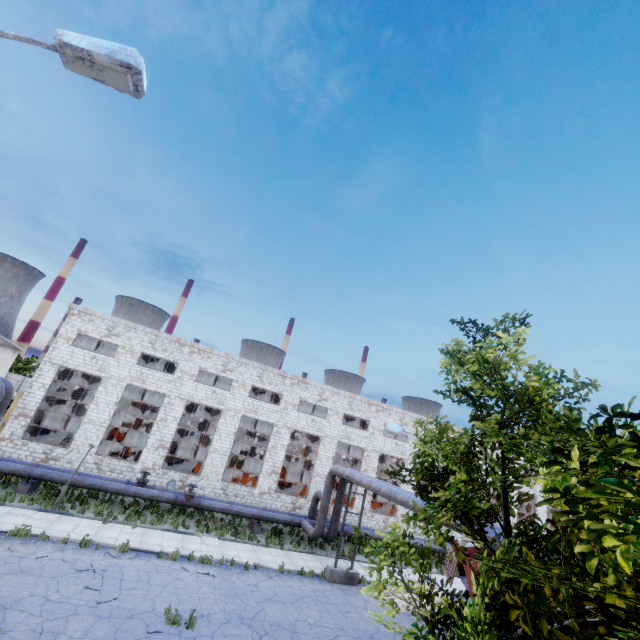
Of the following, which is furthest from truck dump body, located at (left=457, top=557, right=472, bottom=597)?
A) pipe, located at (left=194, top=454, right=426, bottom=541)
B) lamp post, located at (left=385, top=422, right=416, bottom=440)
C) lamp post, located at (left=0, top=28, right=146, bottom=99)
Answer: lamp post, located at (left=0, top=28, right=146, bottom=99)

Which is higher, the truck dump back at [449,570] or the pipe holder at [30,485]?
the truck dump back at [449,570]

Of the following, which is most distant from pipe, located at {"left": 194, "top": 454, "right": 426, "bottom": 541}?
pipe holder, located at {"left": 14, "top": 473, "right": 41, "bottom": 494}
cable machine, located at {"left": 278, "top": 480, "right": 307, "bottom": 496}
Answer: pipe holder, located at {"left": 14, "top": 473, "right": 41, "bottom": 494}

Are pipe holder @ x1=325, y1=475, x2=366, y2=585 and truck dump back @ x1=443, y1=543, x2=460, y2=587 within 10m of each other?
yes

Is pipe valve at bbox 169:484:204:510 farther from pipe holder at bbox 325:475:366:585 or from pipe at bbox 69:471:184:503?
pipe holder at bbox 325:475:366:585

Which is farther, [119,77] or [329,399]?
[329,399]

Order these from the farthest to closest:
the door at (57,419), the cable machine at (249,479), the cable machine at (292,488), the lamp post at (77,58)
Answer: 1. the door at (57,419)
2. the cable machine at (292,488)
3. the cable machine at (249,479)
4. the lamp post at (77,58)

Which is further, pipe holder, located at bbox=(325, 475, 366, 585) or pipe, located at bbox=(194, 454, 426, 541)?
pipe holder, located at bbox=(325, 475, 366, 585)
